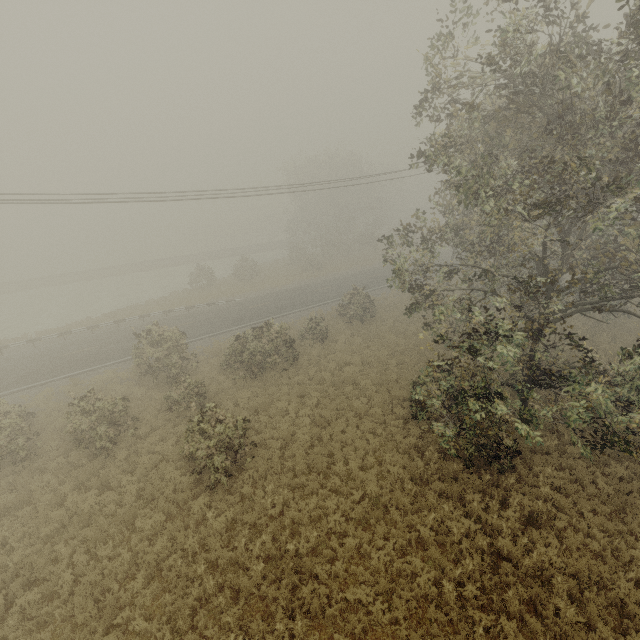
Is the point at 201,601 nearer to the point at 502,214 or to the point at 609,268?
the point at 502,214
